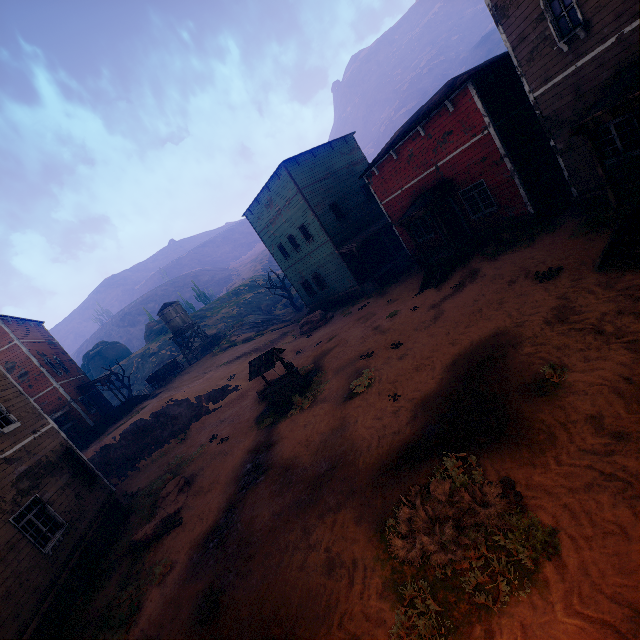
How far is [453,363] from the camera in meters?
9.2 m

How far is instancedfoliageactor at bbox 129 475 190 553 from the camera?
10.31m

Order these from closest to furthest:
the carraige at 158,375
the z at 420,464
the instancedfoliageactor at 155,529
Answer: the z at 420,464, the instancedfoliageactor at 155,529, the carraige at 158,375

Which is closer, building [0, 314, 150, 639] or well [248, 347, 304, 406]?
building [0, 314, 150, 639]

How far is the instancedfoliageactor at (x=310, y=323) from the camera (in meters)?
24.52

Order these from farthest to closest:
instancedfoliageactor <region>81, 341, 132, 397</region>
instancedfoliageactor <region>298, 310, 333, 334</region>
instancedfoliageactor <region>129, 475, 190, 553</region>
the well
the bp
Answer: instancedfoliageactor <region>81, 341, 132, 397</region> < instancedfoliageactor <region>298, 310, 333, 334</region> < the bp < the well < instancedfoliageactor <region>129, 475, 190, 553</region>

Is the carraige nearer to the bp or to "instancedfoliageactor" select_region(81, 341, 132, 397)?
"instancedfoliageactor" select_region(81, 341, 132, 397)

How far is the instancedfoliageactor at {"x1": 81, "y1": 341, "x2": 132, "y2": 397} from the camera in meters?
33.4 m
